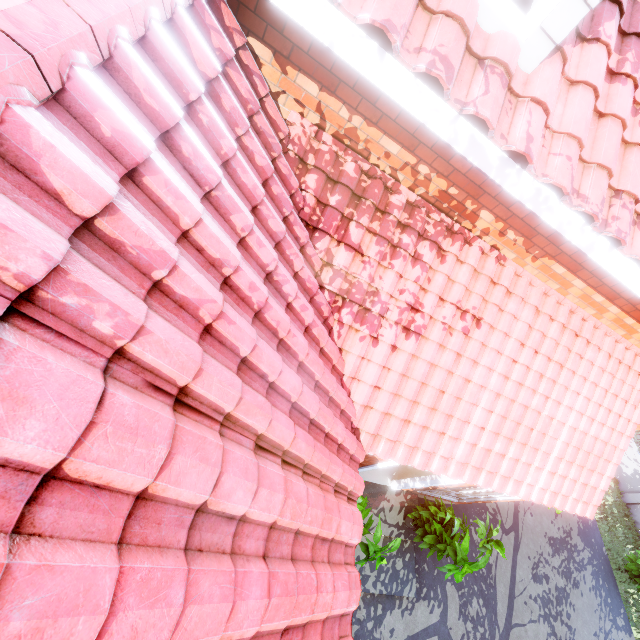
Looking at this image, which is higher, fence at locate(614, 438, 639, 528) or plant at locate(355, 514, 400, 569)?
plant at locate(355, 514, 400, 569)

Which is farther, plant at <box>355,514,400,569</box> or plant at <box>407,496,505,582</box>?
plant at <box>407,496,505,582</box>

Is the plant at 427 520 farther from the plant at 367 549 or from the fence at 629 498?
the fence at 629 498

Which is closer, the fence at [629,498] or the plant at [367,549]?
the plant at [367,549]

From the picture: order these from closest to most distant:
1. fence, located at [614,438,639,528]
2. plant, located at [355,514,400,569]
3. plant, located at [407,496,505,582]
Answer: plant, located at [355,514,400,569], plant, located at [407,496,505,582], fence, located at [614,438,639,528]

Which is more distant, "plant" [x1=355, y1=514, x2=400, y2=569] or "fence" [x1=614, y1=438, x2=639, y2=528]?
"fence" [x1=614, y1=438, x2=639, y2=528]

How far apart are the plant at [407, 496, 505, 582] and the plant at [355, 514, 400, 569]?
1.11m

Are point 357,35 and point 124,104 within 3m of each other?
yes
